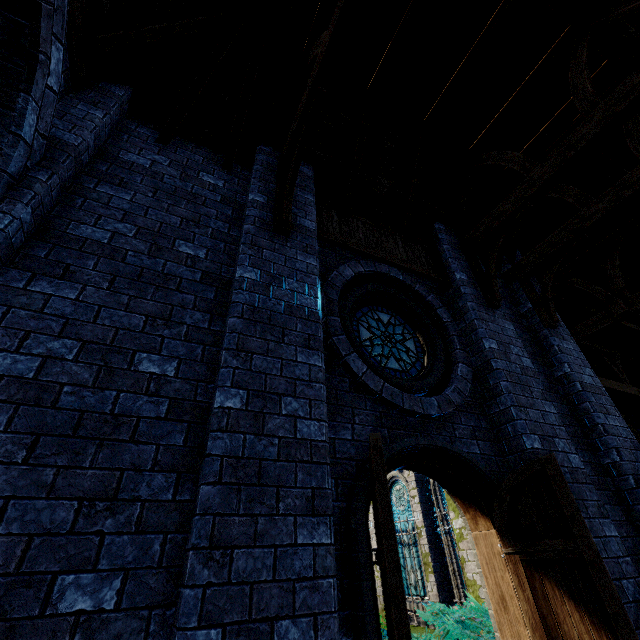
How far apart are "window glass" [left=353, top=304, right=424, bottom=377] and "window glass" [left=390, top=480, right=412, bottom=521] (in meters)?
9.91

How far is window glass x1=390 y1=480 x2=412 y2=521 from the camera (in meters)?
12.52

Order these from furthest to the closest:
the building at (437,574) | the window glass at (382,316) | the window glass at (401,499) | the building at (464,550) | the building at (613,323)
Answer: the window glass at (401,499), the building at (437,574), the building at (464,550), the window glass at (382,316), the building at (613,323)

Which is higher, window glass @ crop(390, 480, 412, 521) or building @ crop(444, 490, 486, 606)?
window glass @ crop(390, 480, 412, 521)

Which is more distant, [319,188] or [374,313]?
[319,188]

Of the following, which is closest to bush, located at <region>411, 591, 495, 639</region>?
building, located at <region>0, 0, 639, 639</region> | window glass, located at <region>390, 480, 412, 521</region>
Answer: building, located at <region>0, 0, 639, 639</region>

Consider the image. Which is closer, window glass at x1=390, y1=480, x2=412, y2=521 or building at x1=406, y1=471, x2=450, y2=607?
building at x1=406, y1=471, x2=450, y2=607

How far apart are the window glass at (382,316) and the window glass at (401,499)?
9.9 meters
